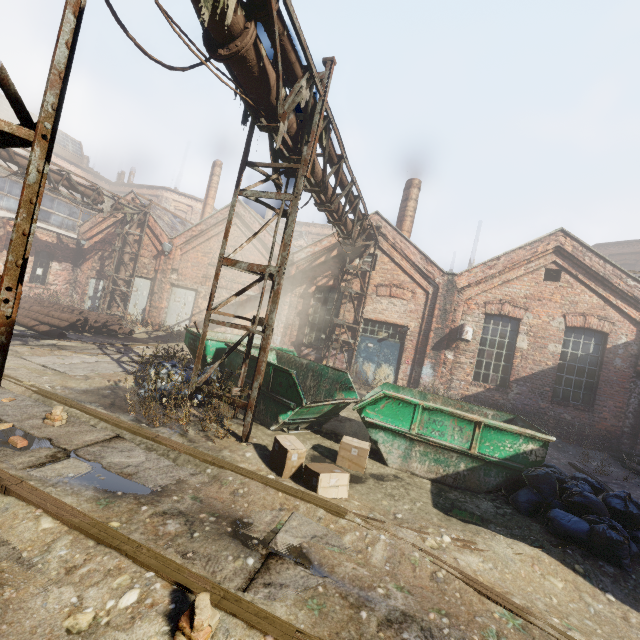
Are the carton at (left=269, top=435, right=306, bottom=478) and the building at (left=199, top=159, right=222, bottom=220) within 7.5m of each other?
no

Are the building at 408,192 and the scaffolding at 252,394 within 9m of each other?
no

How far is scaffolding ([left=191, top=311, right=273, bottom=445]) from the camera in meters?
5.6

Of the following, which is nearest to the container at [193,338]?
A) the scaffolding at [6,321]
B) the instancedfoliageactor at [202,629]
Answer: the instancedfoliageactor at [202,629]

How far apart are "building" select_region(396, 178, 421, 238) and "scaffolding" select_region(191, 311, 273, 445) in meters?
10.9 m

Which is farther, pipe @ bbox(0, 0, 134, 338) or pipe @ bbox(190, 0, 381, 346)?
pipe @ bbox(190, 0, 381, 346)

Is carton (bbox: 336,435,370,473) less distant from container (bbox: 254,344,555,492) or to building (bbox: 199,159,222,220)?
container (bbox: 254,344,555,492)

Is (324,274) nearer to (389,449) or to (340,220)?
(340,220)
